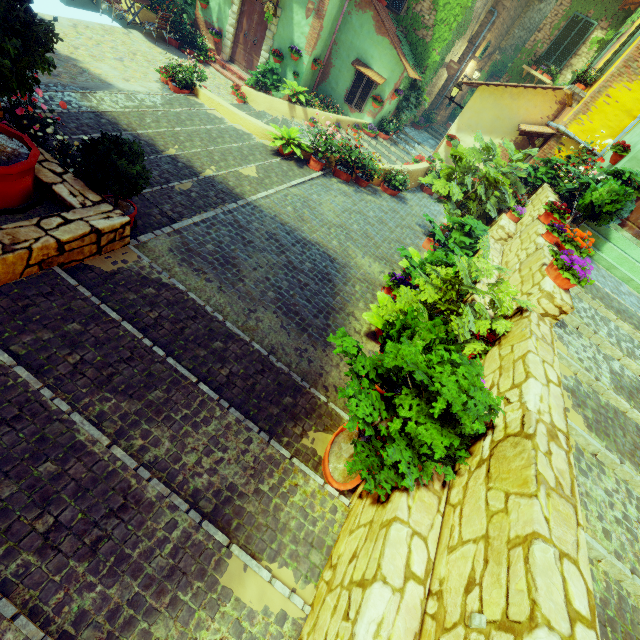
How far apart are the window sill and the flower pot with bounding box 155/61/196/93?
11.2 meters

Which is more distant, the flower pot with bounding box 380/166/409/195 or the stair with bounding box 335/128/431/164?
the stair with bounding box 335/128/431/164

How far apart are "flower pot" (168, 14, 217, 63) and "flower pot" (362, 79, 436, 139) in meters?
8.7 m

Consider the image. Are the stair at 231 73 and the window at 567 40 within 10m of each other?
no

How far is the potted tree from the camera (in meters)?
2.64

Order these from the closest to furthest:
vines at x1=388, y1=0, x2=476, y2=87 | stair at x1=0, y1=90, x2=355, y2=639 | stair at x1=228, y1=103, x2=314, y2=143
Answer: stair at x1=0, y1=90, x2=355, y2=639 → stair at x1=228, y1=103, x2=314, y2=143 → vines at x1=388, y1=0, x2=476, y2=87

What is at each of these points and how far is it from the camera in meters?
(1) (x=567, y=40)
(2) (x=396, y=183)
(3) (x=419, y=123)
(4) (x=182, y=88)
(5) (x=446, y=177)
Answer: (1) window, 13.2
(2) flower pot, 10.5
(3) flower pot, 17.3
(4) flower pot, 9.9
(5) flower pot, 9.0

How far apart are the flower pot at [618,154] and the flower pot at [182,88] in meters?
11.5
